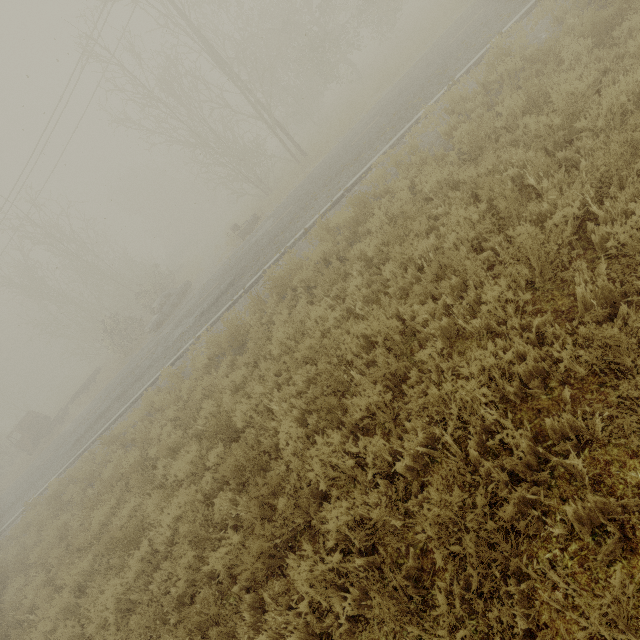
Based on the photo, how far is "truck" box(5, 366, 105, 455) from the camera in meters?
24.8 m

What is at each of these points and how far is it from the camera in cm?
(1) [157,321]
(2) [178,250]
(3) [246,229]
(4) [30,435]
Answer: (1) car, 2056
(2) concrete pipe, 4506
(3) dresser, 1892
(4) truck, 2498

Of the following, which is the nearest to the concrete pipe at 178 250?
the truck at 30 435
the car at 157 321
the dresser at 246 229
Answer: the truck at 30 435

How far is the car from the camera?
20.5m

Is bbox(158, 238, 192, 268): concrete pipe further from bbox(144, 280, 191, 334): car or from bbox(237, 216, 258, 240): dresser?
bbox(237, 216, 258, 240): dresser

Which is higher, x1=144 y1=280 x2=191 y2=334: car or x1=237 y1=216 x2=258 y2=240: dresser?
x1=144 y1=280 x2=191 y2=334: car

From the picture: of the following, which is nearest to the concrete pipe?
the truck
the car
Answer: the truck

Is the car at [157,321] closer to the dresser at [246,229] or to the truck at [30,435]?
the dresser at [246,229]
